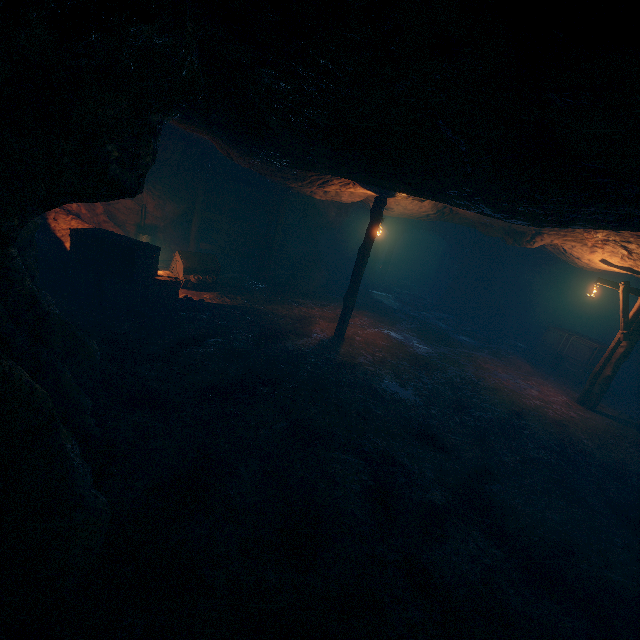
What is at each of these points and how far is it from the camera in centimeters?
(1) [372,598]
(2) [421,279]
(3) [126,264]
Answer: (1) instancedfoliageactor, 345cm
(2) wooden box, 2759cm
(3) wooden box, 855cm

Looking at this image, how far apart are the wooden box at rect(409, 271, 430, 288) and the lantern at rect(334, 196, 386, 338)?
16.97m

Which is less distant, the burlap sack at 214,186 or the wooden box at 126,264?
the wooden box at 126,264

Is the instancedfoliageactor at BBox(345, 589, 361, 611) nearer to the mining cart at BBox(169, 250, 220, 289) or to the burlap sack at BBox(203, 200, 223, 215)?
the burlap sack at BBox(203, 200, 223, 215)

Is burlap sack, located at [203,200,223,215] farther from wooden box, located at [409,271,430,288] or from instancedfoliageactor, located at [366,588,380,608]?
wooden box, located at [409,271,430,288]

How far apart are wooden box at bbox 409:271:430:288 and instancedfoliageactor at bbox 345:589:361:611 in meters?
25.8

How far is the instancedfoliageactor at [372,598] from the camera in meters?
3.4 m

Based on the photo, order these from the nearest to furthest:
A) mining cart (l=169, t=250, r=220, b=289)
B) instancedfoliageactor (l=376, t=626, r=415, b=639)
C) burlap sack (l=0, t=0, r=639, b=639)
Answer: burlap sack (l=0, t=0, r=639, b=639)
instancedfoliageactor (l=376, t=626, r=415, b=639)
mining cart (l=169, t=250, r=220, b=289)
